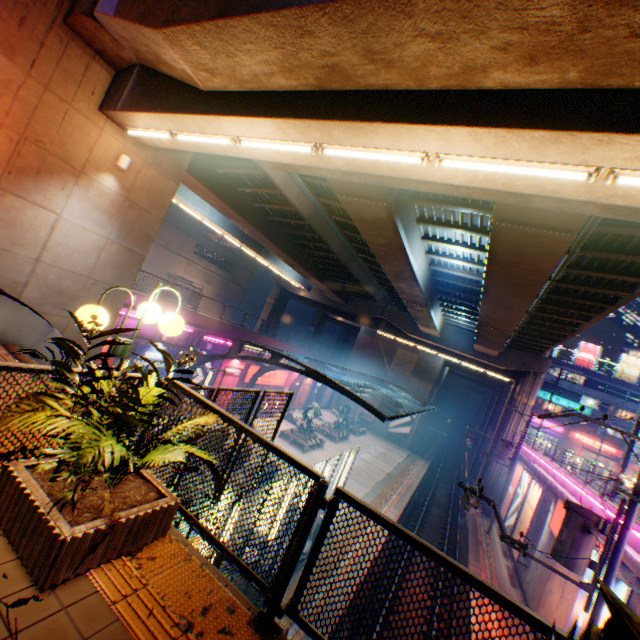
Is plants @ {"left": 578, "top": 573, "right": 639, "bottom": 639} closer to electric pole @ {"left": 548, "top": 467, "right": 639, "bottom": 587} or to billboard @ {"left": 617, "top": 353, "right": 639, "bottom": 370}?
electric pole @ {"left": 548, "top": 467, "right": 639, "bottom": 587}

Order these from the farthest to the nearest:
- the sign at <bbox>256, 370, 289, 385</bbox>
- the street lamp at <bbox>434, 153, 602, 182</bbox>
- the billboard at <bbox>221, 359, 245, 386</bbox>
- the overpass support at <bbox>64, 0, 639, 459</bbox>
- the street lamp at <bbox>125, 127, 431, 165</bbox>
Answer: the sign at <bbox>256, 370, 289, 385</bbox>, the billboard at <bbox>221, 359, 245, 386</bbox>, the street lamp at <bbox>125, 127, 431, 165</bbox>, the street lamp at <bbox>434, 153, 602, 182</bbox>, the overpass support at <bbox>64, 0, 639, 459</bbox>

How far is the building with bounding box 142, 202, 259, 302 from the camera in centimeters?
3931cm

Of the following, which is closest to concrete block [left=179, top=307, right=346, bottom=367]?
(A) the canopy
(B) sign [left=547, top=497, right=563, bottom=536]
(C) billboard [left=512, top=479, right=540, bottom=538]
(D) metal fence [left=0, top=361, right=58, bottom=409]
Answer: (D) metal fence [left=0, top=361, right=58, bottom=409]

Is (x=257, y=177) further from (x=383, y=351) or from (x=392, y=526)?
(x=383, y=351)

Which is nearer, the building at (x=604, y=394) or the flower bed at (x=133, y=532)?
the flower bed at (x=133, y=532)

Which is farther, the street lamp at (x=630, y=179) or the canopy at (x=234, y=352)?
the canopy at (x=234, y=352)

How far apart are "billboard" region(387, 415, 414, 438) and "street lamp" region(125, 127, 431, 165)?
39.62m
